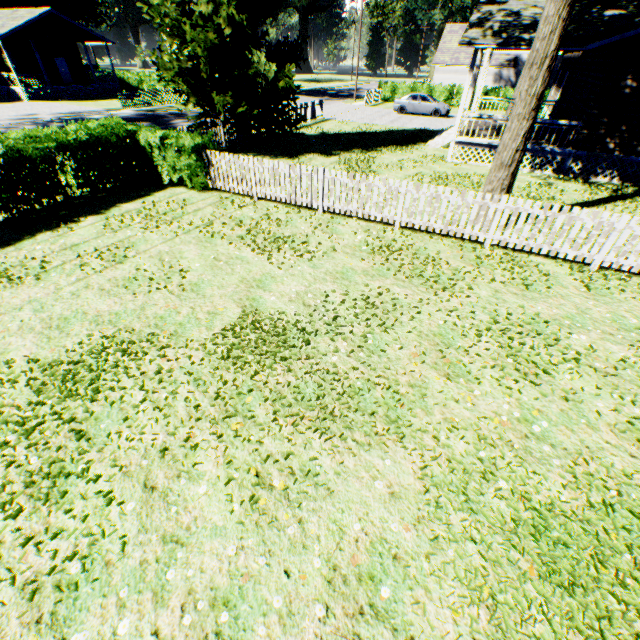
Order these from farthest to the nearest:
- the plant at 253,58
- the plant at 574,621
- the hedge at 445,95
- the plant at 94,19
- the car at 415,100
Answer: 1. the plant at 94,19
2. the hedge at 445,95
3. the car at 415,100
4. the plant at 253,58
5. the plant at 574,621

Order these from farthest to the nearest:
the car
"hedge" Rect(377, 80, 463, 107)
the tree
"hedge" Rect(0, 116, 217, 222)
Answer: "hedge" Rect(377, 80, 463, 107) → the car → "hedge" Rect(0, 116, 217, 222) → the tree

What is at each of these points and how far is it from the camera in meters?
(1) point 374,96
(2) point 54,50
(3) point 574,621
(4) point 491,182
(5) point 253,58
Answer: (1) fence, 34.9
(2) house, 34.3
(3) plant, 2.9
(4) tree, 9.0
(5) plant, 16.0

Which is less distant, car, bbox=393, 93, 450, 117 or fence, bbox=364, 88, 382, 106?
car, bbox=393, 93, 450, 117

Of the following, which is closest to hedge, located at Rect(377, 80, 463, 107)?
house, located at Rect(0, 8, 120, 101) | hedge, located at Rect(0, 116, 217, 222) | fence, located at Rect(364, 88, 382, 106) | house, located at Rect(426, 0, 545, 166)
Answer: fence, located at Rect(364, 88, 382, 106)

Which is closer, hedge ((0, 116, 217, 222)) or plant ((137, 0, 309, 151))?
hedge ((0, 116, 217, 222))

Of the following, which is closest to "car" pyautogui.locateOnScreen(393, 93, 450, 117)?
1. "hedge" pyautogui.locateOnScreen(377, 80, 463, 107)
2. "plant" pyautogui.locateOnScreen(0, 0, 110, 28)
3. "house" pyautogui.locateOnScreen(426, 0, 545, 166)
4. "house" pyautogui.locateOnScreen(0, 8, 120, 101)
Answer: "house" pyautogui.locateOnScreen(426, 0, 545, 166)

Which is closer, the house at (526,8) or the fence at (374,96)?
the house at (526,8)
